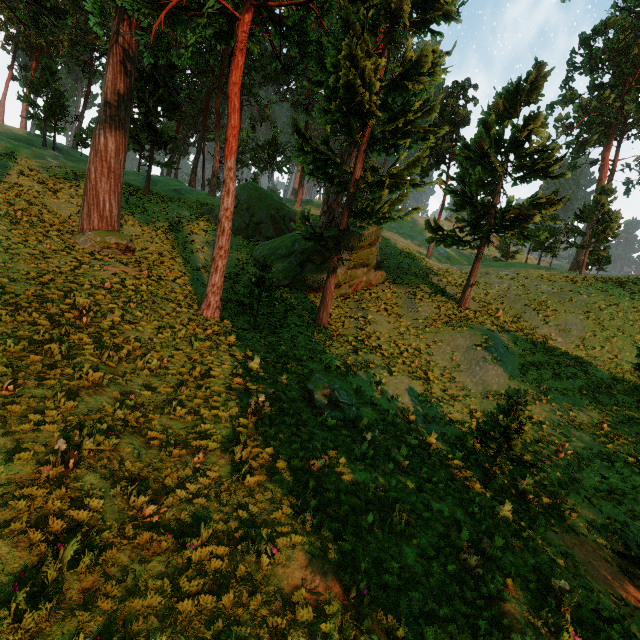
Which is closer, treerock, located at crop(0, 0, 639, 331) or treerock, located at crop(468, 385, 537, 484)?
treerock, located at crop(468, 385, 537, 484)

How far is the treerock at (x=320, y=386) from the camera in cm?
1068

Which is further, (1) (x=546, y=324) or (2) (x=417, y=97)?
(1) (x=546, y=324)

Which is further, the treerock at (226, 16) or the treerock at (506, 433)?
the treerock at (226, 16)

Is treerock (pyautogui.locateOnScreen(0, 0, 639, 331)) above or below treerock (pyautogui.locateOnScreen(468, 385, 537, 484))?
above

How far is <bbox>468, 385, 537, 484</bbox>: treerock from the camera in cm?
1045
